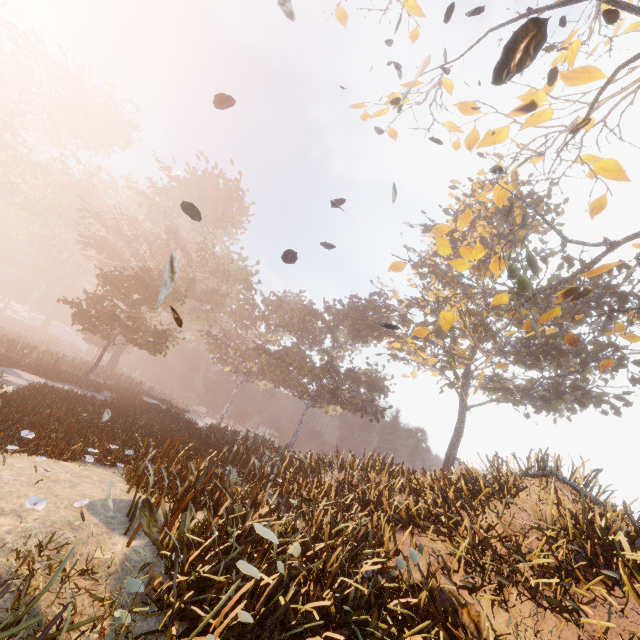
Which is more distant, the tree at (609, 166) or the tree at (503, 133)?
the tree at (503, 133)

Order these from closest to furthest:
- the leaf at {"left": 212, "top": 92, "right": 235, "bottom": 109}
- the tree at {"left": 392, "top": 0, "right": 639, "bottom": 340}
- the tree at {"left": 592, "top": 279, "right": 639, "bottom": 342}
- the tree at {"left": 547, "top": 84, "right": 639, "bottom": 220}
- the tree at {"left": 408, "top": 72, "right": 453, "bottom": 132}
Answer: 1. the leaf at {"left": 212, "top": 92, "right": 235, "bottom": 109}
2. the tree at {"left": 392, "top": 0, "right": 639, "bottom": 340}
3. the tree at {"left": 547, "top": 84, "right": 639, "bottom": 220}
4. the tree at {"left": 408, "top": 72, "right": 453, "bottom": 132}
5. the tree at {"left": 592, "top": 279, "right": 639, "bottom": 342}

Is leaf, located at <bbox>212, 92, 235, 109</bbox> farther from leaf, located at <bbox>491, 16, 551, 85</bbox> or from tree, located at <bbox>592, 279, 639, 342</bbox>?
tree, located at <bbox>592, 279, 639, 342</bbox>

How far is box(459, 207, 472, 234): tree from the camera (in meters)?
9.61

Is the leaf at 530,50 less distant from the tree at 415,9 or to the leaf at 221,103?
the leaf at 221,103

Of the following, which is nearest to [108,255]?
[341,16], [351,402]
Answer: [351,402]
